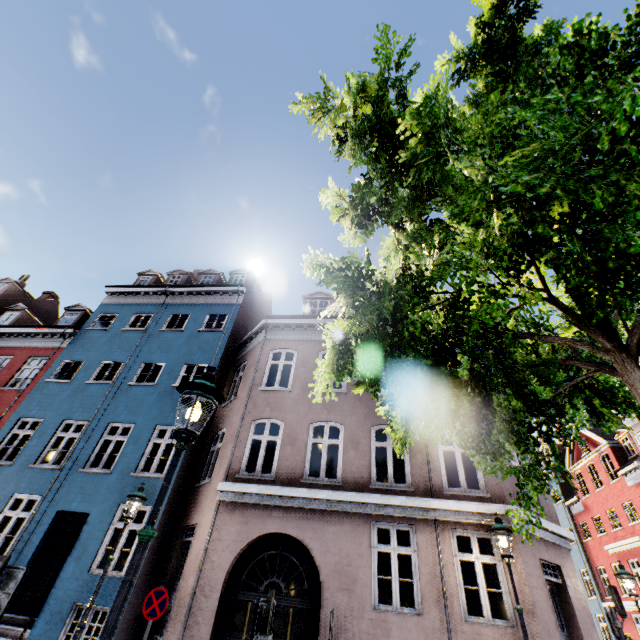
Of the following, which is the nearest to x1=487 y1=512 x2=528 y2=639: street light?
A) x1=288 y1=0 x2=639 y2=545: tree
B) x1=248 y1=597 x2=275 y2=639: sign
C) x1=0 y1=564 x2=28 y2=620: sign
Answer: x1=288 y1=0 x2=639 y2=545: tree

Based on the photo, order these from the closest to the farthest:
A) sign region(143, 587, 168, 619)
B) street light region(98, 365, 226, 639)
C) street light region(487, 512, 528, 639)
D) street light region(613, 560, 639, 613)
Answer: street light region(98, 365, 226, 639) < street light region(487, 512, 528, 639) < sign region(143, 587, 168, 619) < street light region(613, 560, 639, 613)

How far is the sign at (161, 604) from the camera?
6.8 meters

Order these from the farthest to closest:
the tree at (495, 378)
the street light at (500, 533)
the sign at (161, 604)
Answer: the sign at (161, 604) < the street light at (500, 533) < the tree at (495, 378)

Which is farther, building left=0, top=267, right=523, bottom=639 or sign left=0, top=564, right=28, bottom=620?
building left=0, top=267, right=523, bottom=639

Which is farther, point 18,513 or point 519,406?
point 18,513

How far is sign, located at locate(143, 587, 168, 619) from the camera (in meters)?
6.77

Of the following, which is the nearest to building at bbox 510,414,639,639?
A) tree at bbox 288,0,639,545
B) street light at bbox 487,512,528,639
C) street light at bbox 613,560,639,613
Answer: street light at bbox 487,512,528,639
